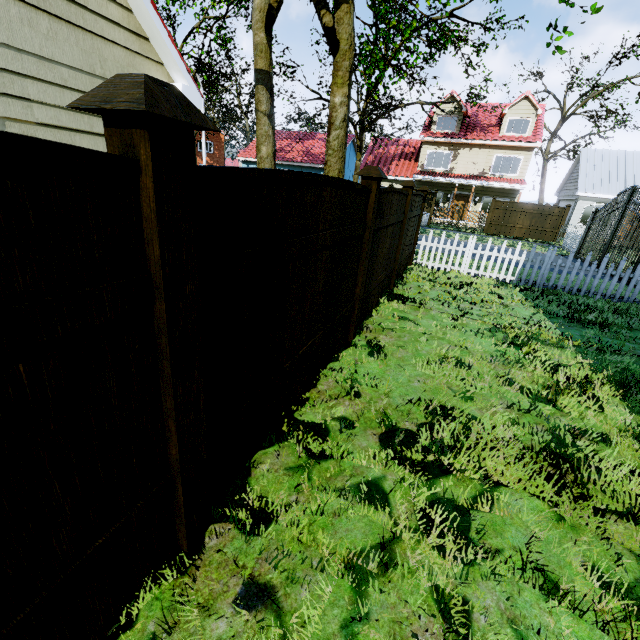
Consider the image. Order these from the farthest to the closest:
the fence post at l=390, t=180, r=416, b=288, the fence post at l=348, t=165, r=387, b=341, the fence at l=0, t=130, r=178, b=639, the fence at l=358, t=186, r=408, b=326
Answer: the fence post at l=390, t=180, r=416, b=288
the fence at l=358, t=186, r=408, b=326
the fence post at l=348, t=165, r=387, b=341
the fence at l=0, t=130, r=178, b=639

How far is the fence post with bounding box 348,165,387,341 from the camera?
3.72m

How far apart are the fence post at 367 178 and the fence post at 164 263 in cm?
281

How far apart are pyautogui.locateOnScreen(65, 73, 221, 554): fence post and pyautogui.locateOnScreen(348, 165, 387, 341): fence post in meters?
2.8 m

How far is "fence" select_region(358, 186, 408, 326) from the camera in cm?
462

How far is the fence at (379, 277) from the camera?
4.6m

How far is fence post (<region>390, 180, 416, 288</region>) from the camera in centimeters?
636cm

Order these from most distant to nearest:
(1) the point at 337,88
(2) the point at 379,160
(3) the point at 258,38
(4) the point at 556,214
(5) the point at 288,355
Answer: (2) the point at 379,160
(4) the point at 556,214
(3) the point at 258,38
(1) the point at 337,88
(5) the point at 288,355
